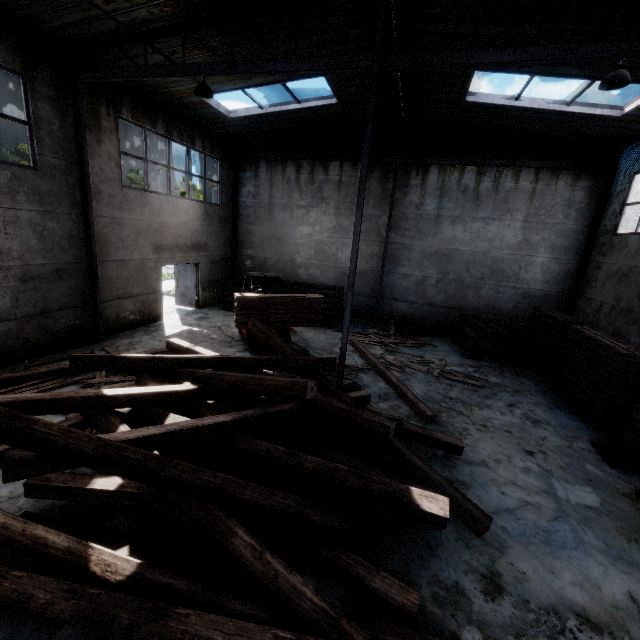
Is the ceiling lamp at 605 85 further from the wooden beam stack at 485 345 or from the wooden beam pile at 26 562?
the wooden beam stack at 485 345

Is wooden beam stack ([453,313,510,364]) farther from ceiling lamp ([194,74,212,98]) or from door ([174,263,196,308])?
door ([174,263,196,308])

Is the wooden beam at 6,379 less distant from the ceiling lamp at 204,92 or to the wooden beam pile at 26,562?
the wooden beam pile at 26,562

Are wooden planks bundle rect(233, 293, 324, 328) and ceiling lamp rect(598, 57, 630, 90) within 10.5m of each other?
yes

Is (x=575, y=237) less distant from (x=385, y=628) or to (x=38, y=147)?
(x=385, y=628)

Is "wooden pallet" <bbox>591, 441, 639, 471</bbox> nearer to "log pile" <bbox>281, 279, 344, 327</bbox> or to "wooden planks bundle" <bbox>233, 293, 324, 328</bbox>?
"wooden planks bundle" <bbox>233, 293, 324, 328</bbox>

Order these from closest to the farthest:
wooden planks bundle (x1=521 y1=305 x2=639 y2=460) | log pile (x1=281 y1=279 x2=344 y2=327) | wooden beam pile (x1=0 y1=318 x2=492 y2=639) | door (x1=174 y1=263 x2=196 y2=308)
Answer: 1. wooden beam pile (x1=0 y1=318 x2=492 y2=639)
2. wooden planks bundle (x1=521 y1=305 x2=639 y2=460)
3. log pile (x1=281 y1=279 x2=344 y2=327)
4. door (x1=174 y1=263 x2=196 y2=308)

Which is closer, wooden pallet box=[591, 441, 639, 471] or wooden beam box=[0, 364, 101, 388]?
wooden pallet box=[591, 441, 639, 471]
